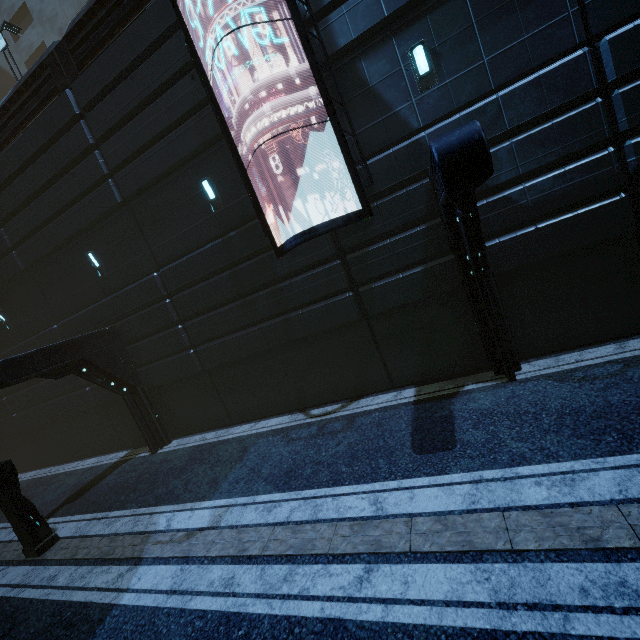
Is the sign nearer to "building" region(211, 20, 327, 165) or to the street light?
"building" region(211, 20, 327, 165)

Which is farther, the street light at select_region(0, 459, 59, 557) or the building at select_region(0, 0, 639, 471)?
the street light at select_region(0, 459, 59, 557)

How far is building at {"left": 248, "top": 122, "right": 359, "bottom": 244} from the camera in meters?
8.0

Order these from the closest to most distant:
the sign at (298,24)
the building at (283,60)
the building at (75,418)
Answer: the building at (75,418) → the sign at (298,24) → the building at (283,60)

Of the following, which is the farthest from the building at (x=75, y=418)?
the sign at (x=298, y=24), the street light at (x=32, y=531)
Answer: the street light at (x=32, y=531)

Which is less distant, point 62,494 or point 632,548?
point 632,548

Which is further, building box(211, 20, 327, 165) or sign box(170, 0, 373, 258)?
building box(211, 20, 327, 165)
